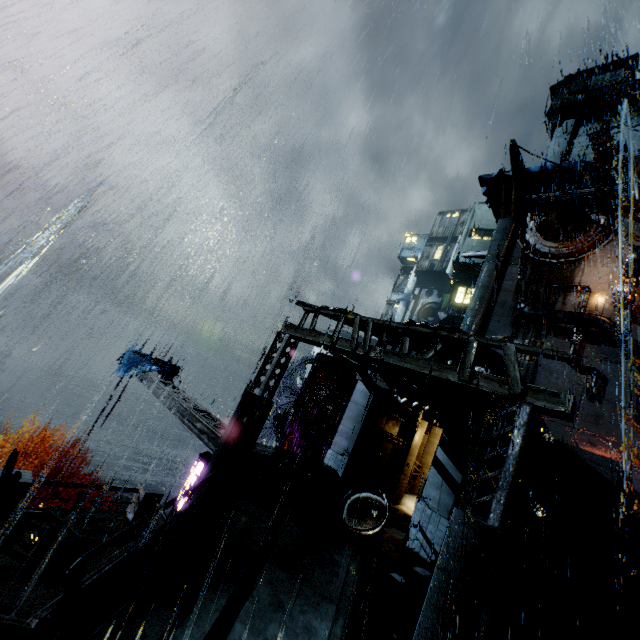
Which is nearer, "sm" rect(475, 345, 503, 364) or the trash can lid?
"sm" rect(475, 345, 503, 364)

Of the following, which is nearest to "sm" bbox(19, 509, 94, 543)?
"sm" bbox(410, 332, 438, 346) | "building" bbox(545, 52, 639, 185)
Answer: "building" bbox(545, 52, 639, 185)

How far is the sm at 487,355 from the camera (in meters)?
10.54

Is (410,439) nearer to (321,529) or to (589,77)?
(321,529)

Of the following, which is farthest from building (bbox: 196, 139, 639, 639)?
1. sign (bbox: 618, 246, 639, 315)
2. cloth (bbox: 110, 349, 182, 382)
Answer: cloth (bbox: 110, 349, 182, 382)

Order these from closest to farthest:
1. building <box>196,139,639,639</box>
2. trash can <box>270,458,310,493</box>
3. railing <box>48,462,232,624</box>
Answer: railing <box>48,462,232,624</box>
building <box>196,139,639,639</box>
trash can <box>270,458,310,493</box>

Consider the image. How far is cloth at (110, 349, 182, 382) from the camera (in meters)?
18.48

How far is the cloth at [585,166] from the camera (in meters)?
31.84
